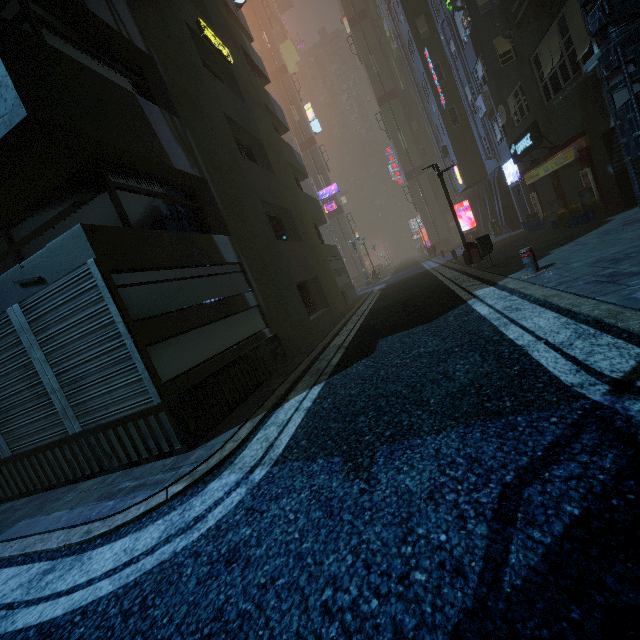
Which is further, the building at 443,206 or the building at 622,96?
the building at 443,206

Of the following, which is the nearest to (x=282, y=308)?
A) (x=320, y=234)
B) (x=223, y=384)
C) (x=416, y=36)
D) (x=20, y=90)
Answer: (x=223, y=384)

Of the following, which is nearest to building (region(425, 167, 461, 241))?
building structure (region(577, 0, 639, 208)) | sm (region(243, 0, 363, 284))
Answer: building structure (region(577, 0, 639, 208))

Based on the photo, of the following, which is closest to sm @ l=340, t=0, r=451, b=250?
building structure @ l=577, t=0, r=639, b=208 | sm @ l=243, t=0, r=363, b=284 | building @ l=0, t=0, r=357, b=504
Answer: sm @ l=243, t=0, r=363, b=284

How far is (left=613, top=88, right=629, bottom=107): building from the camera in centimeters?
862cm

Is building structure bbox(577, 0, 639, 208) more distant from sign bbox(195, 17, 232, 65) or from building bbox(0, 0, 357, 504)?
sign bbox(195, 17, 232, 65)

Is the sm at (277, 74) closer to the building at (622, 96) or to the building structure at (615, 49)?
the building at (622, 96)

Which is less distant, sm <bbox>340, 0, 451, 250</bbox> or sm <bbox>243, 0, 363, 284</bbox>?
sm <bbox>340, 0, 451, 250</bbox>
